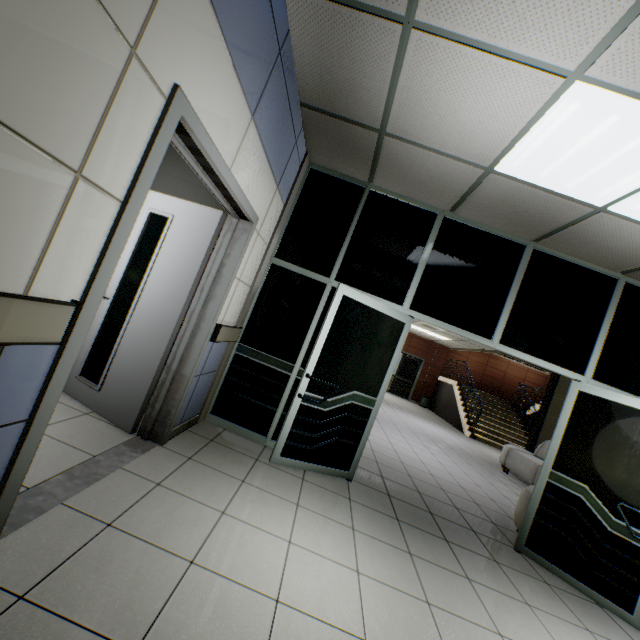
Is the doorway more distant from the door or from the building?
the building

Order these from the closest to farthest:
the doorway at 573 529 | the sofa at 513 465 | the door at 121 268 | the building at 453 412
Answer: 1. the door at 121 268
2. the doorway at 573 529
3. the sofa at 513 465
4. the building at 453 412

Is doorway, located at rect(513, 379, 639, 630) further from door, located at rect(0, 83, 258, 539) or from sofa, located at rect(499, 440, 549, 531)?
door, located at rect(0, 83, 258, 539)

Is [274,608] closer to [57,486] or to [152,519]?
[152,519]

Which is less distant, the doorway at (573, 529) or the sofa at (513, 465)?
the doorway at (573, 529)

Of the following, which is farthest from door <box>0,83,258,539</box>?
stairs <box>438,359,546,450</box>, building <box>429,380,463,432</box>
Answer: building <box>429,380,463,432</box>

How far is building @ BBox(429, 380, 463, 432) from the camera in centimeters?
1301cm

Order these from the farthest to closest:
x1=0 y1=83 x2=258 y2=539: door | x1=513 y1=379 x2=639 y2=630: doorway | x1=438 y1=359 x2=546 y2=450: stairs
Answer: x1=438 y1=359 x2=546 y2=450: stairs < x1=513 y1=379 x2=639 y2=630: doorway < x1=0 y1=83 x2=258 y2=539: door
